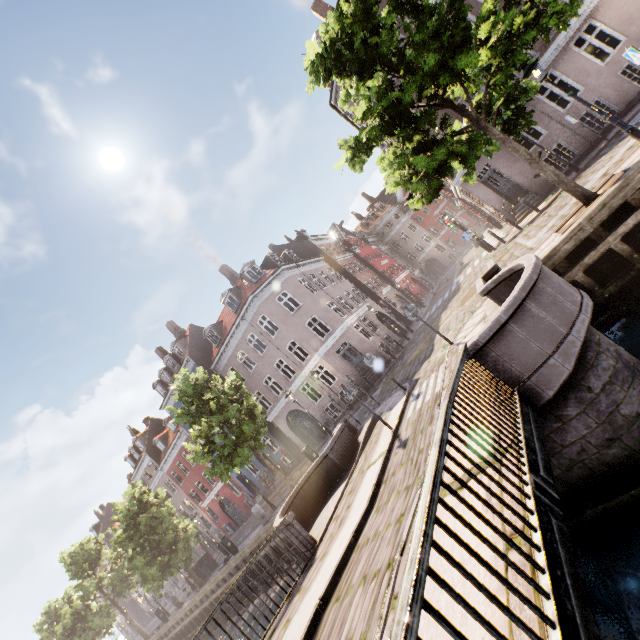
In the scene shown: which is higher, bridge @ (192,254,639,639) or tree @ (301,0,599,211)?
tree @ (301,0,599,211)

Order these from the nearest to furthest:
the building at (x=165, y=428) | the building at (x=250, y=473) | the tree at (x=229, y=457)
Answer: the tree at (x=229, y=457) < the building at (x=250, y=473) < the building at (x=165, y=428)

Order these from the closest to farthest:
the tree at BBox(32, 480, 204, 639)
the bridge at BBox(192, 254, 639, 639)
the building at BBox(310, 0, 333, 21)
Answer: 1. the bridge at BBox(192, 254, 639, 639)
2. the building at BBox(310, 0, 333, 21)
3. the tree at BBox(32, 480, 204, 639)

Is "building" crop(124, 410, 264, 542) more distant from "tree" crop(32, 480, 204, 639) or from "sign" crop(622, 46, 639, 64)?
"sign" crop(622, 46, 639, 64)

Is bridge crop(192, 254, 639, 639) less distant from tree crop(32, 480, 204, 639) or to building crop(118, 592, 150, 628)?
tree crop(32, 480, 204, 639)

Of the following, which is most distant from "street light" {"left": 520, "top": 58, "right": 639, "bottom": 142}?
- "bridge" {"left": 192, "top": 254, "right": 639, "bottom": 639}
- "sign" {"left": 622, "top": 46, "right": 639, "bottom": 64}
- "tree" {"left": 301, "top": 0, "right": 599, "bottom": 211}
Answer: "bridge" {"left": 192, "top": 254, "right": 639, "bottom": 639}

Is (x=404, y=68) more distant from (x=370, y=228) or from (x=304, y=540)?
(x=370, y=228)

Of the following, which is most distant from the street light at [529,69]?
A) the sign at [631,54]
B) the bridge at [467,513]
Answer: the bridge at [467,513]
